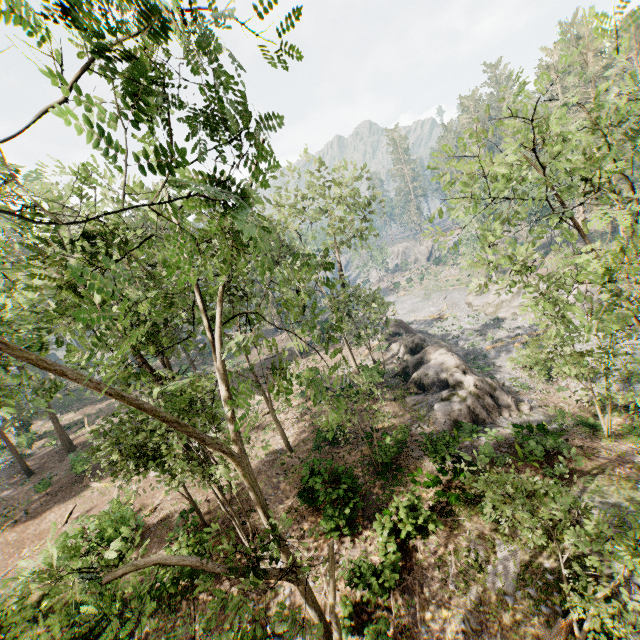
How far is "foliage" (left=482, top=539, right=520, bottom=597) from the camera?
11.34m

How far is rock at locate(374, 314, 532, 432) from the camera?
20.7 meters

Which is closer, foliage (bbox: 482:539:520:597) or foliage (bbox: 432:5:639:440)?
foliage (bbox: 432:5:639:440)

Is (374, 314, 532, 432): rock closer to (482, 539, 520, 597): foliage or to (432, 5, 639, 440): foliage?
(432, 5, 639, 440): foliage

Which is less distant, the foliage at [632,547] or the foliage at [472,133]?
the foliage at [632,547]

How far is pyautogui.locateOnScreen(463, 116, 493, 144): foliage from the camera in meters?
6.7

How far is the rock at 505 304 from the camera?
41.19m

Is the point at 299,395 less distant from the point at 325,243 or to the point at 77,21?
the point at 325,243
